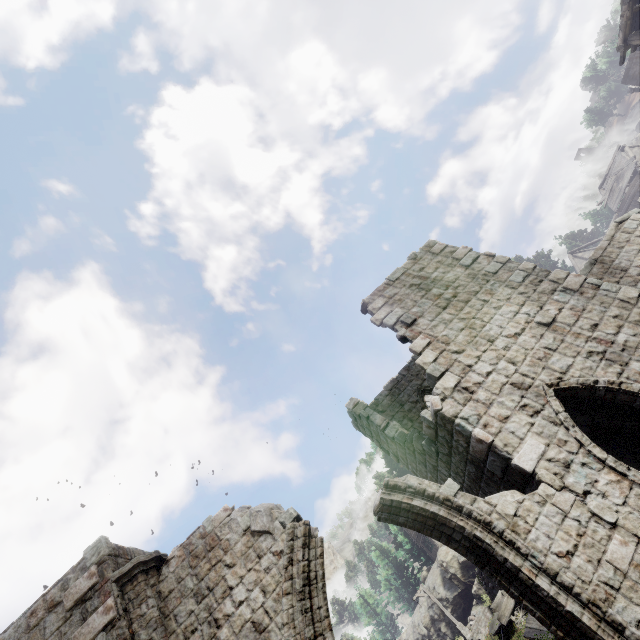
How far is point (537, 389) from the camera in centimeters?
725cm

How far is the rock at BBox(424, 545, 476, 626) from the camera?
30.2m

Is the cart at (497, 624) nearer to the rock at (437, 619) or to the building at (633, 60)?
the building at (633, 60)

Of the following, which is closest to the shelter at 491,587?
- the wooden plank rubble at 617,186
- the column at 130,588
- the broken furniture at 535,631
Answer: the broken furniture at 535,631

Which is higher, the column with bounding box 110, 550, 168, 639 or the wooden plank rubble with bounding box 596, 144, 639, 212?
the wooden plank rubble with bounding box 596, 144, 639, 212

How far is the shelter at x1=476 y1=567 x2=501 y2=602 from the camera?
24.55m

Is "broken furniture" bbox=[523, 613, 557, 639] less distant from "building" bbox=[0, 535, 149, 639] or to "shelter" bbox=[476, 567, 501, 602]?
"shelter" bbox=[476, 567, 501, 602]

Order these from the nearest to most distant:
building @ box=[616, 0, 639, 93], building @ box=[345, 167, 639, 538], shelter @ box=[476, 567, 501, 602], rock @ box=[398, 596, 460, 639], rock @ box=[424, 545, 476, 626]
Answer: building @ box=[345, 167, 639, 538], building @ box=[616, 0, 639, 93], shelter @ box=[476, 567, 501, 602], rock @ box=[424, 545, 476, 626], rock @ box=[398, 596, 460, 639]
